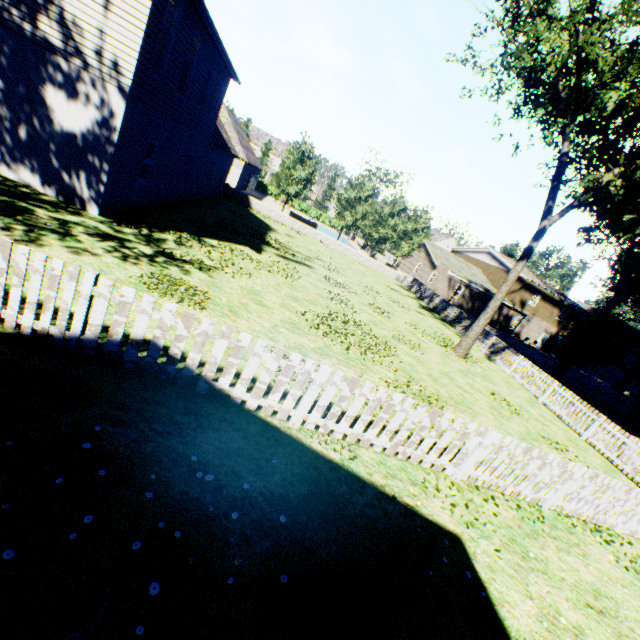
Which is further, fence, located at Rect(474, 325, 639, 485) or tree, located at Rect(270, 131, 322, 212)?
tree, located at Rect(270, 131, 322, 212)

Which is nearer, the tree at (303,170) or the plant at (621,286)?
the plant at (621,286)

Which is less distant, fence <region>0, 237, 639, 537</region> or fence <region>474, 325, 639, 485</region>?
fence <region>0, 237, 639, 537</region>

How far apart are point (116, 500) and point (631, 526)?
10.80m

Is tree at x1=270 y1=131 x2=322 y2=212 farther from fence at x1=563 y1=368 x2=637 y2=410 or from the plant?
the plant

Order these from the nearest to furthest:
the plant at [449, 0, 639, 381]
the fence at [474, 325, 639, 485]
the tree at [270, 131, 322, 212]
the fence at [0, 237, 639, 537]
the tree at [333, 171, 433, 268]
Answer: the fence at [0, 237, 639, 537], the plant at [449, 0, 639, 381], the fence at [474, 325, 639, 485], the tree at [270, 131, 322, 212], the tree at [333, 171, 433, 268]

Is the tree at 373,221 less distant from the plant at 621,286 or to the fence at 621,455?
the fence at 621,455
